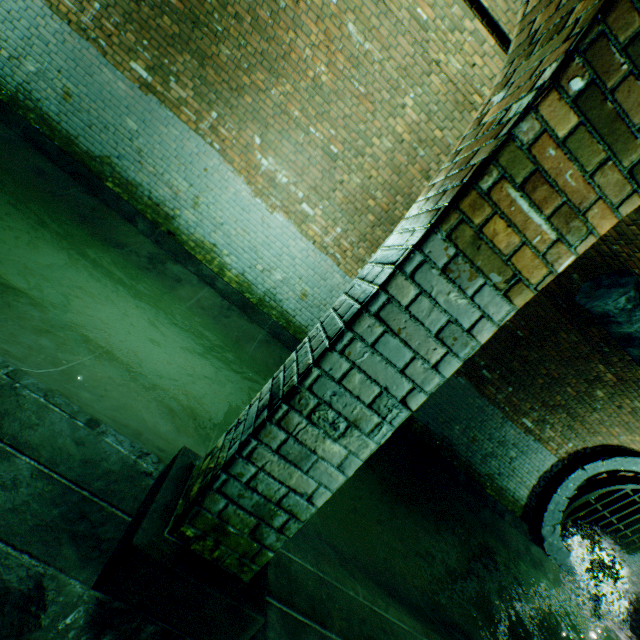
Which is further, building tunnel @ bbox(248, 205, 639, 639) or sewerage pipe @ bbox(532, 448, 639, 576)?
sewerage pipe @ bbox(532, 448, 639, 576)

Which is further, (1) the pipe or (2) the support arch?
(1) the pipe

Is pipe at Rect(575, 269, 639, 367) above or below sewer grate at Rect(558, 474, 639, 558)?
above

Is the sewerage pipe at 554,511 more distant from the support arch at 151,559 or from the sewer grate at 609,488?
the support arch at 151,559

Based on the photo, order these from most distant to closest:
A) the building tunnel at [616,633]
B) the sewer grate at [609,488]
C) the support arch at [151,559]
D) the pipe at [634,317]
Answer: the sewer grate at [609,488] < the pipe at [634,317] < the building tunnel at [616,633] < the support arch at [151,559]

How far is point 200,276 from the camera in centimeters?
581cm

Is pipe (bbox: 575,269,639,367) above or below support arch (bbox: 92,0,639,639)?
above

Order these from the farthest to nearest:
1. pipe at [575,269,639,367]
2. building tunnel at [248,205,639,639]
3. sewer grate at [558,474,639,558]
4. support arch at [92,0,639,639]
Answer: sewer grate at [558,474,639,558] → pipe at [575,269,639,367] → building tunnel at [248,205,639,639] → support arch at [92,0,639,639]
